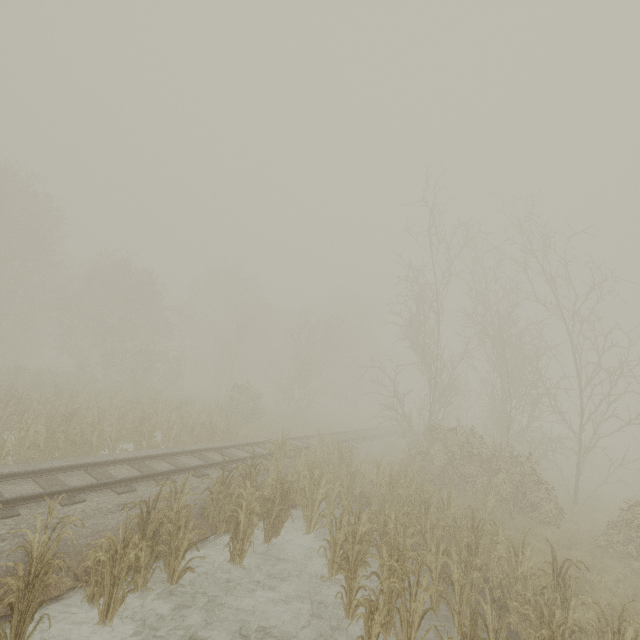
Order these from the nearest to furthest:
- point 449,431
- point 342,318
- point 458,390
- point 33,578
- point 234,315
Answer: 1. point 33,578
2. point 449,431
3. point 458,390
4. point 234,315
5. point 342,318

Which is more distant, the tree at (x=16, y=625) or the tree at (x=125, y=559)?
the tree at (x=125, y=559)

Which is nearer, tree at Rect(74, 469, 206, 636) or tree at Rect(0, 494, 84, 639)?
tree at Rect(0, 494, 84, 639)
